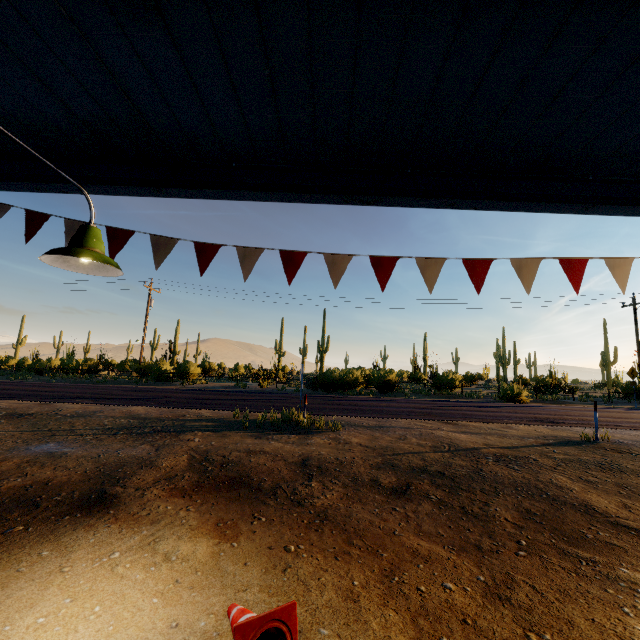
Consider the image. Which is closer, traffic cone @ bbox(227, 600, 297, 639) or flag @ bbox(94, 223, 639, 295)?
traffic cone @ bbox(227, 600, 297, 639)

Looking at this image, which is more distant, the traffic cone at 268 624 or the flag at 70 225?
the flag at 70 225

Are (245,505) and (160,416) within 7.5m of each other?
yes

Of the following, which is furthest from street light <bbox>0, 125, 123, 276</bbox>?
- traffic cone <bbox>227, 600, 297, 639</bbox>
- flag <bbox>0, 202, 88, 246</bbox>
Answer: traffic cone <bbox>227, 600, 297, 639</bbox>

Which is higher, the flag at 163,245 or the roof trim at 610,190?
the roof trim at 610,190

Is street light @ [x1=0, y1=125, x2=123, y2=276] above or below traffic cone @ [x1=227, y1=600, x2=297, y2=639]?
above

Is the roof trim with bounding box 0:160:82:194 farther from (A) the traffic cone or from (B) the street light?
(A) the traffic cone

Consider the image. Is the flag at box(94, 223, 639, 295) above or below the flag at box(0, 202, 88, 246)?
below
